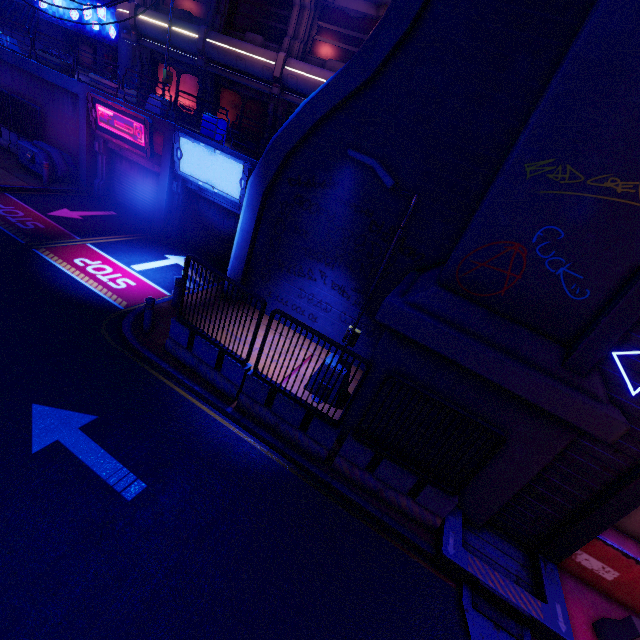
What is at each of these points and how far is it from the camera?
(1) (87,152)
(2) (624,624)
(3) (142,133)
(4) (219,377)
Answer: (1) column, 15.7m
(2) fence, 5.9m
(3) sign, 13.6m
(4) fence, 8.0m

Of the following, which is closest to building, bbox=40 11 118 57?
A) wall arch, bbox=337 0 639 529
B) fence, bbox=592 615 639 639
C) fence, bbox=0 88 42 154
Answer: fence, bbox=0 88 42 154

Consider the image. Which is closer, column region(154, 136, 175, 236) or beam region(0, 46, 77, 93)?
column region(154, 136, 175, 236)

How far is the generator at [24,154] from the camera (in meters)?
15.16

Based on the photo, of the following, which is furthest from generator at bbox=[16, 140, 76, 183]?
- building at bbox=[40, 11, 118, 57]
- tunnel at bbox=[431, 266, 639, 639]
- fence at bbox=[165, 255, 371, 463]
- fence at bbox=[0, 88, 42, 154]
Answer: tunnel at bbox=[431, 266, 639, 639]

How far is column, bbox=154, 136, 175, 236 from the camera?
13.62m

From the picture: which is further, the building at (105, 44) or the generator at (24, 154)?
the building at (105, 44)

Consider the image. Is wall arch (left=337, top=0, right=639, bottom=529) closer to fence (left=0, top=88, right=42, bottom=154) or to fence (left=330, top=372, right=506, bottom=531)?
fence (left=330, top=372, right=506, bottom=531)
